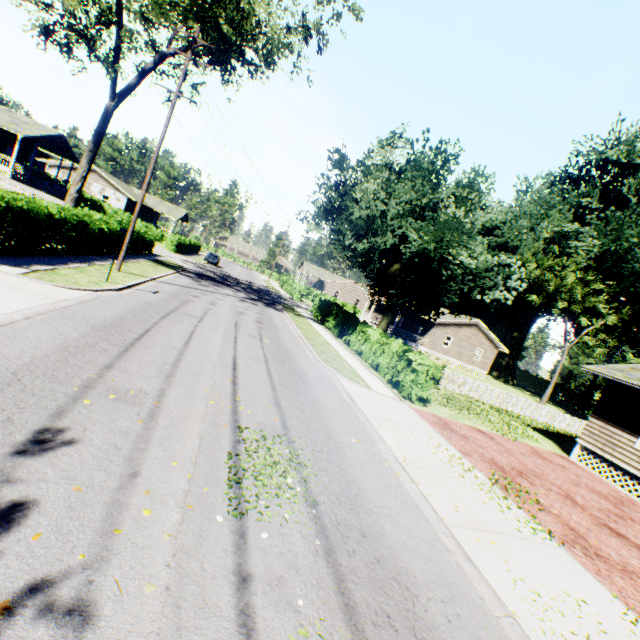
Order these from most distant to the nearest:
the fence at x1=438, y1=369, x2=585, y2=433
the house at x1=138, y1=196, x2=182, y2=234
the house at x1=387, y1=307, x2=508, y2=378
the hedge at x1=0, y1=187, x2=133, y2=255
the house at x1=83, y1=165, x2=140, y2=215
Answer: the house at x1=138, y1=196, x2=182, y2=234 → the house at x1=83, y1=165, x2=140, y2=215 → the house at x1=387, y1=307, x2=508, y2=378 → the fence at x1=438, y1=369, x2=585, y2=433 → the hedge at x1=0, y1=187, x2=133, y2=255

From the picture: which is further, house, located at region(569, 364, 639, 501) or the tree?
the tree

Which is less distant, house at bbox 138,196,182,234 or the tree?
the tree

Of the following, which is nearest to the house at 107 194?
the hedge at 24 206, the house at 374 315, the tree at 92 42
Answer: the tree at 92 42

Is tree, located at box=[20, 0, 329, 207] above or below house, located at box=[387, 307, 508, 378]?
above

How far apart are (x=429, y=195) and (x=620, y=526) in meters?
15.0 m

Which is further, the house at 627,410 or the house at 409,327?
the house at 409,327

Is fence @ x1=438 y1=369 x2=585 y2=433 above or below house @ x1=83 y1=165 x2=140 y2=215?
below
